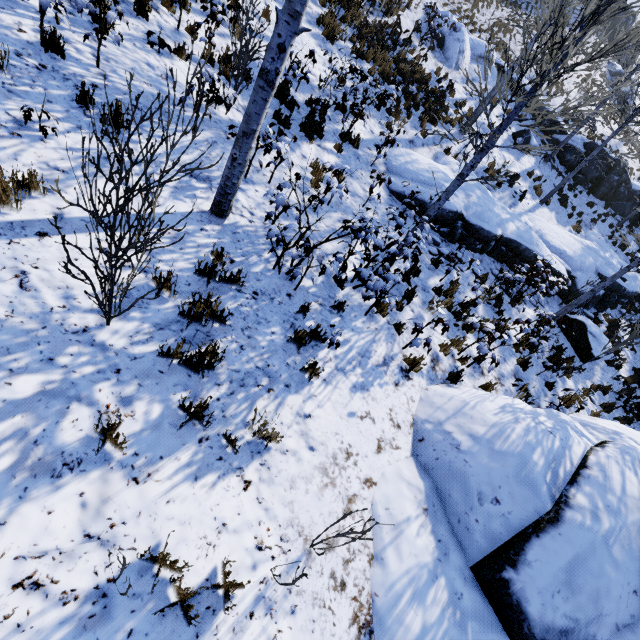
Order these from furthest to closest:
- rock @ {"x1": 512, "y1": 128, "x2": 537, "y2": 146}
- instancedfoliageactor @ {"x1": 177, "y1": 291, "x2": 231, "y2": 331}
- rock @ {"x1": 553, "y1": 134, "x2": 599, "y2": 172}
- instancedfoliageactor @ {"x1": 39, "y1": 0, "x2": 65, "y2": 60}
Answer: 1. rock @ {"x1": 553, "y1": 134, "x2": 599, "y2": 172}
2. rock @ {"x1": 512, "y1": 128, "x2": 537, "y2": 146}
3. instancedfoliageactor @ {"x1": 39, "y1": 0, "x2": 65, "y2": 60}
4. instancedfoliageactor @ {"x1": 177, "y1": 291, "x2": 231, "y2": 331}

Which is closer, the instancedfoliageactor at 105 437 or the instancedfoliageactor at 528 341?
the instancedfoliageactor at 105 437

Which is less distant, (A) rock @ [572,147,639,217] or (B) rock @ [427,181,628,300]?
(B) rock @ [427,181,628,300]

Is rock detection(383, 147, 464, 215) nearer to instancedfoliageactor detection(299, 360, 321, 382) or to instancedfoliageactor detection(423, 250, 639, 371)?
instancedfoliageactor detection(423, 250, 639, 371)

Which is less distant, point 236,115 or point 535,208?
point 236,115

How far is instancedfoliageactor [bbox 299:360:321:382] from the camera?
4.2m

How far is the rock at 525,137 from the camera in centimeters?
1725cm

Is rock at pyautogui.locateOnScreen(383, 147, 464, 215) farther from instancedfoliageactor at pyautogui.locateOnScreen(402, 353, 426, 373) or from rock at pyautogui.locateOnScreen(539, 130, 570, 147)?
instancedfoliageactor at pyautogui.locateOnScreen(402, 353, 426, 373)
